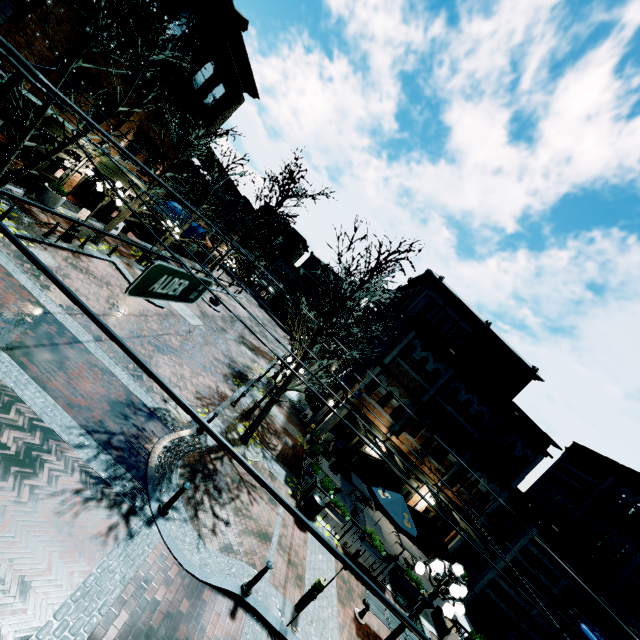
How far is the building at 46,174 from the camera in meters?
15.4

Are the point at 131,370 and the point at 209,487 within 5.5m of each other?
yes

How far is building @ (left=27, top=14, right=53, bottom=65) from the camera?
11.8 meters

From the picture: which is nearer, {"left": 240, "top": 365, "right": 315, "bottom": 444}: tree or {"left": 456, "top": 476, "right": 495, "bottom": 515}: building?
{"left": 240, "top": 365, "right": 315, "bottom": 444}: tree

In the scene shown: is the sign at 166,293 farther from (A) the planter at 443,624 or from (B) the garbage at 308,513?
(A) the planter at 443,624

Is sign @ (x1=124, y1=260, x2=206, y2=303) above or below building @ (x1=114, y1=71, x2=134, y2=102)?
below
